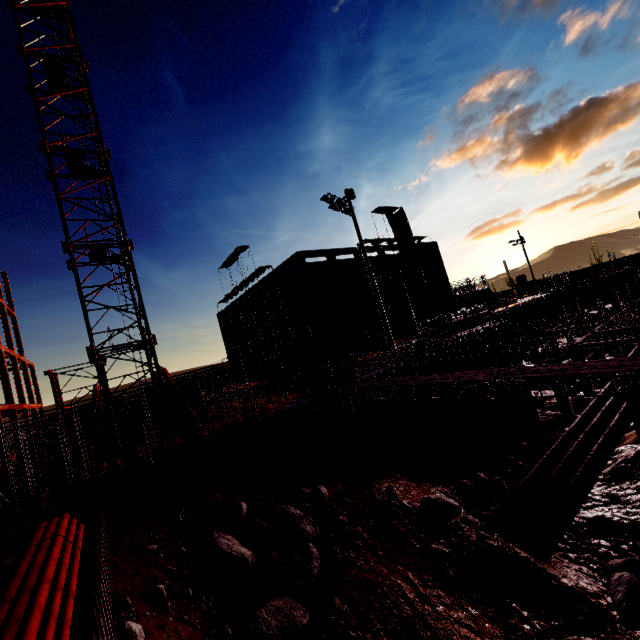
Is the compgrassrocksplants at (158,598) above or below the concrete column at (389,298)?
below

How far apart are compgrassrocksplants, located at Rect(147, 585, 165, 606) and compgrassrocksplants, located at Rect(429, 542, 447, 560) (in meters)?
7.66

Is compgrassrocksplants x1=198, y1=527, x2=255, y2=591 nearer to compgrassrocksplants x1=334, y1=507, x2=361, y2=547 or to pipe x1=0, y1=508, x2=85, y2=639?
compgrassrocksplants x1=334, y1=507, x2=361, y2=547

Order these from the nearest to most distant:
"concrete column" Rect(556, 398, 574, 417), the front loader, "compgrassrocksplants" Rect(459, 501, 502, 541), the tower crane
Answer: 1. "compgrassrocksplants" Rect(459, 501, 502, 541)
2. the tower crane
3. "concrete column" Rect(556, 398, 574, 417)
4. the front loader

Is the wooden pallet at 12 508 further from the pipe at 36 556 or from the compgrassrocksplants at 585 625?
the compgrassrocksplants at 585 625

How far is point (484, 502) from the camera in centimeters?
1571cm

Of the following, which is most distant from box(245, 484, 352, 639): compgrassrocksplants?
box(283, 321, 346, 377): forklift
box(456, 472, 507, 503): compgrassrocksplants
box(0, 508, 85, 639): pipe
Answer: box(283, 321, 346, 377): forklift

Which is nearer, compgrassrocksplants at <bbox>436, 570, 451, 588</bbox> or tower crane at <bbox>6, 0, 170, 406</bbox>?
compgrassrocksplants at <bbox>436, 570, 451, 588</bbox>
